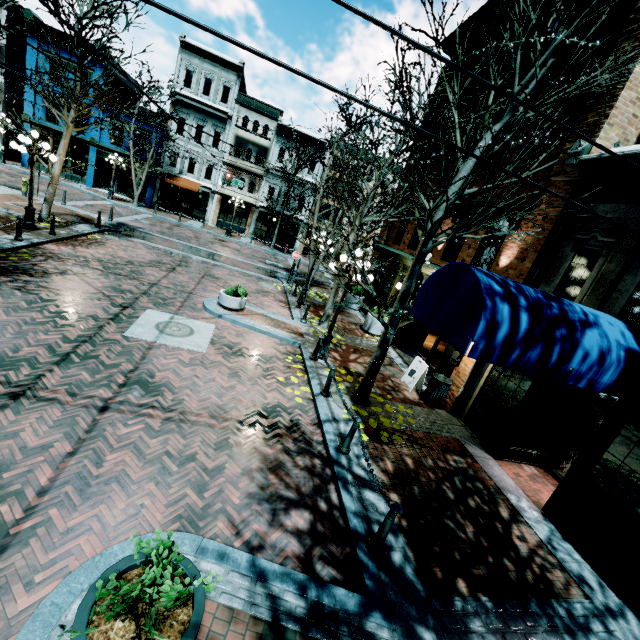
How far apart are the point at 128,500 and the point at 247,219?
31.7m

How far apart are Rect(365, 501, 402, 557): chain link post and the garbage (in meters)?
5.71

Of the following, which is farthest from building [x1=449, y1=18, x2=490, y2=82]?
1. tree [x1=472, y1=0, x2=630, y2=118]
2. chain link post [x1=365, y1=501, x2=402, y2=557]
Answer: chain link post [x1=365, y1=501, x2=402, y2=557]

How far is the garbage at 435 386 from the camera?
9.7m

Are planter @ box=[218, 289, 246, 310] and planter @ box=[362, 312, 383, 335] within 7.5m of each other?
yes

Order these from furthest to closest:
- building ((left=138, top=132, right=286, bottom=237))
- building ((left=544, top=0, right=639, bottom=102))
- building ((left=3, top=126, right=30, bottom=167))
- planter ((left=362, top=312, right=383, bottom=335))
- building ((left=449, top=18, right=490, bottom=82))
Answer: building ((left=138, top=132, right=286, bottom=237))
building ((left=3, top=126, right=30, bottom=167))
planter ((left=362, top=312, right=383, bottom=335))
building ((left=449, top=18, right=490, bottom=82))
building ((left=544, top=0, right=639, bottom=102))

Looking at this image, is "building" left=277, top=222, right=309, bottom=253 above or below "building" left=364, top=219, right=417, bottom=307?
below

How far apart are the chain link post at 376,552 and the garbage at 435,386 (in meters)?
5.71
